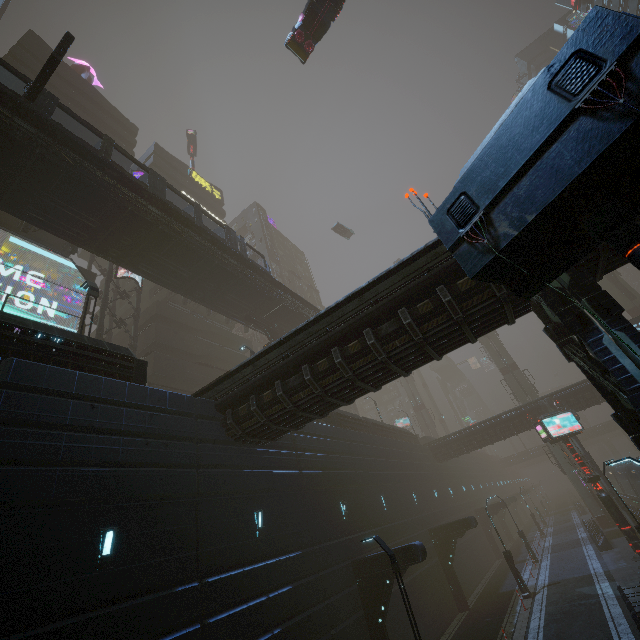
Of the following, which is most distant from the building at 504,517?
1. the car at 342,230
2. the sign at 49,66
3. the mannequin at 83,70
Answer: the car at 342,230

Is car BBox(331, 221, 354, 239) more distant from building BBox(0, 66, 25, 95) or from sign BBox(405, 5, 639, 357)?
sign BBox(405, 5, 639, 357)

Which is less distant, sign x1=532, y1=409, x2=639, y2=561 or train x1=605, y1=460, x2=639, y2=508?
sign x1=532, y1=409, x2=639, y2=561

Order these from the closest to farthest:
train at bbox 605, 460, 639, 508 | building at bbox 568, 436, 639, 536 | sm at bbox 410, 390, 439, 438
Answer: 1. building at bbox 568, 436, 639, 536
2. train at bbox 605, 460, 639, 508
3. sm at bbox 410, 390, 439, 438

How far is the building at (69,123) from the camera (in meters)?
31.12

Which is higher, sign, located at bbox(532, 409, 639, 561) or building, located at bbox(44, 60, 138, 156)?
building, located at bbox(44, 60, 138, 156)

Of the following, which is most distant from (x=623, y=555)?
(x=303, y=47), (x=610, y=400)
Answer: (x=303, y=47)

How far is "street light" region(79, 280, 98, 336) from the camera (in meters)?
13.88
